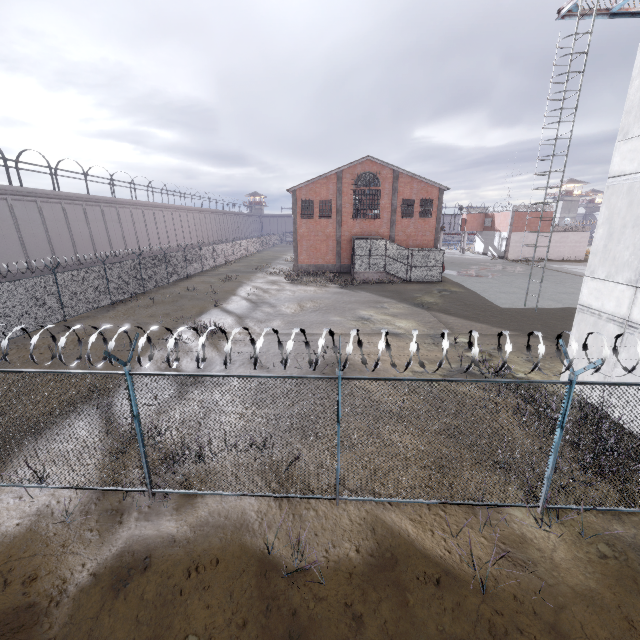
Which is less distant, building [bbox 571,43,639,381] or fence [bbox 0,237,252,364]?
building [bbox 571,43,639,381]

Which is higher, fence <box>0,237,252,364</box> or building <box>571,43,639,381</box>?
building <box>571,43,639,381</box>

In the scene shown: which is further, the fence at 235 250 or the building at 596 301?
the fence at 235 250

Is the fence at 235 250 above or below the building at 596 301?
below

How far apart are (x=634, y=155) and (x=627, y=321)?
4.66m
